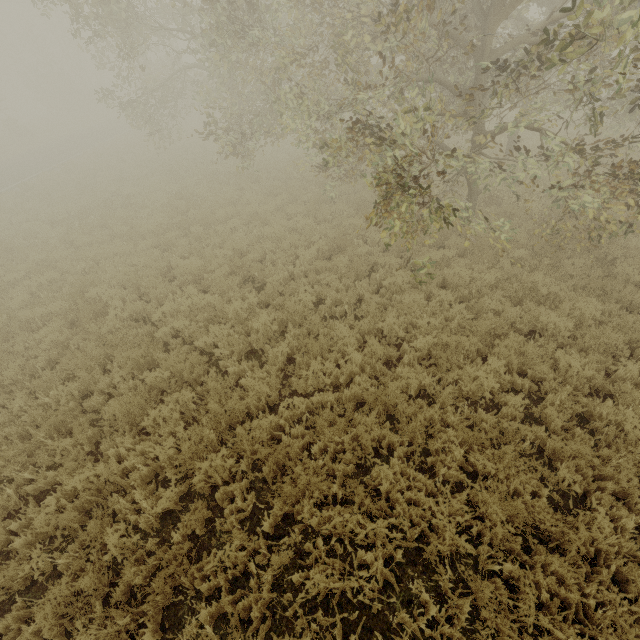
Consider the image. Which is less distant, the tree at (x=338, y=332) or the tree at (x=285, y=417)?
the tree at (x=285, y=417)

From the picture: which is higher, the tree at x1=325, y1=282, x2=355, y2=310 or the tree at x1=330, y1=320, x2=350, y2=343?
the tree at x1=330, y1=320, x2=350, y2=343

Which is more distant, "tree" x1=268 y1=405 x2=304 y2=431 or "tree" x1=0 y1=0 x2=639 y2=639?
"tree" x1=268 y1=405 x2=304 y2=431

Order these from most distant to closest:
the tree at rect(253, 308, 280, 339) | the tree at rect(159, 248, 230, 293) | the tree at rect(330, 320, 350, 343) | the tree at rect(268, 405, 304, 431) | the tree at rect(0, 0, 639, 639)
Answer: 1. the tree at rect(159, 248, 230, 293)
2. the tree at rect(253, 308, 280, 339)
3. the tree at rect(330, 320, 350, 343)
4. the tree at rect(268, 405, 304, 431)
5. the tree at rect(0, 0, 639, 639)

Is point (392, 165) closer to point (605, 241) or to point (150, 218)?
point (605, 241)

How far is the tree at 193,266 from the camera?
8.60m
